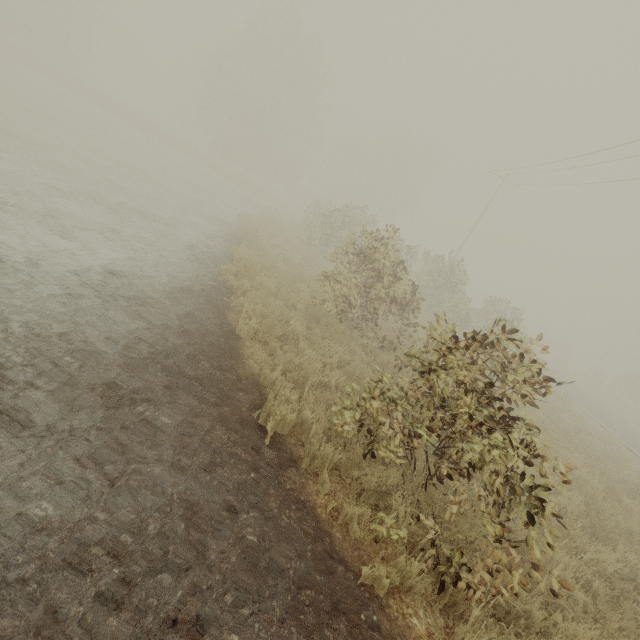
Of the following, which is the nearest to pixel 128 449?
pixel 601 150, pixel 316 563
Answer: pixel 316 563
